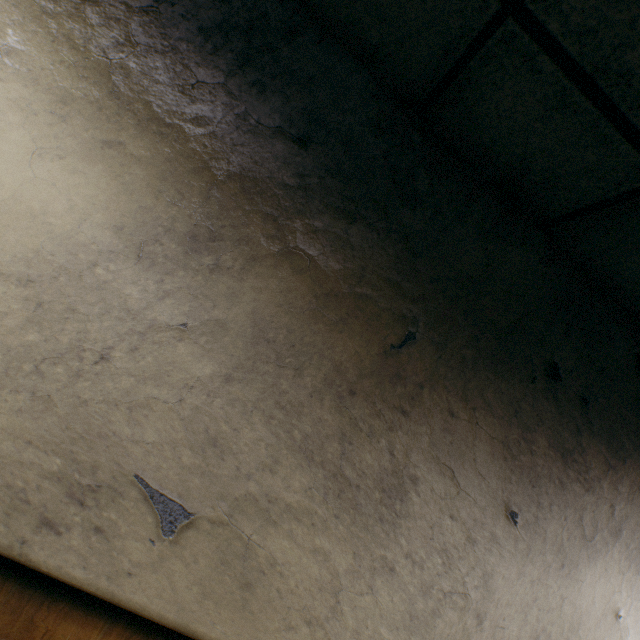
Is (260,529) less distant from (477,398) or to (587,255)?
(477,398)
